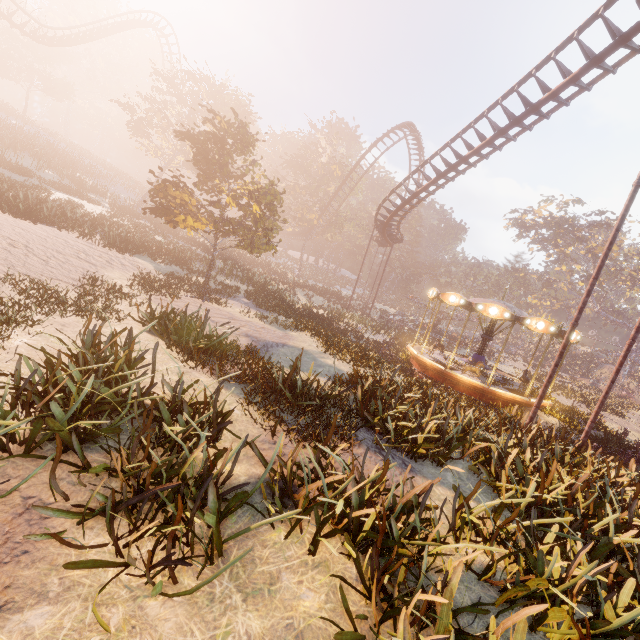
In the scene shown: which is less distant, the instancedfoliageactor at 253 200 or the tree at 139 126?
the instancedfoliageactor at 253 200

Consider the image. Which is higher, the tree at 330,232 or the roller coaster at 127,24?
the roller coaster at 127,24

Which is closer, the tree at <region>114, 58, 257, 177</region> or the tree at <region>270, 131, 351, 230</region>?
the tree at <region>114, 58, 257, 177</region>

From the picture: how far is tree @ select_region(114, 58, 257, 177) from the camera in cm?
2792

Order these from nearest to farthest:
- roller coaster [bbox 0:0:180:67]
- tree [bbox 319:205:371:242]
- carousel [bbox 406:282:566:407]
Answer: carousel [bbox 406:282:566:407] → roller coaster [bbox 0:0:180:67] → tree [bbox 319:205:371:242]

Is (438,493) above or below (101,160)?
below

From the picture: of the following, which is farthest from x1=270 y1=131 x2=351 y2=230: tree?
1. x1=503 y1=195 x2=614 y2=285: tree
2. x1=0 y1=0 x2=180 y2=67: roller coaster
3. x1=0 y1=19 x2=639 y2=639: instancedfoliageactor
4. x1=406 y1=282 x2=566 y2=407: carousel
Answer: x1=503 y1=195 x2=614 y2=285: tree

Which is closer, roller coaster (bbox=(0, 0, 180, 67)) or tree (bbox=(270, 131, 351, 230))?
roller coaster (bbox=(0, 0, 180, 67))
